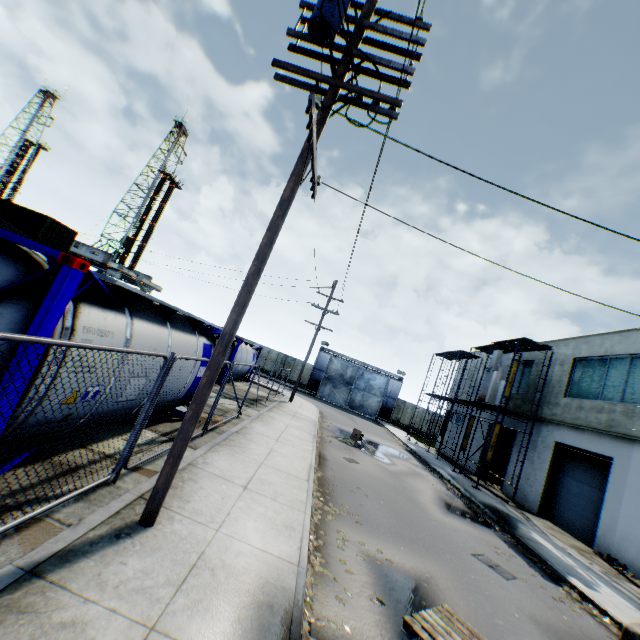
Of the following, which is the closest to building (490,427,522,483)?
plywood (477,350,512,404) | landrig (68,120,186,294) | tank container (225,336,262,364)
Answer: plywood (477,350,512,404)

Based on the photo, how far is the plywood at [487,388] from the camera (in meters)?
19.28

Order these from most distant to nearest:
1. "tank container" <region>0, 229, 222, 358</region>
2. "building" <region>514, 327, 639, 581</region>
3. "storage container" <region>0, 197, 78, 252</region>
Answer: "storage container" <region>0, 197, 78, 252</region>
"building" <region>514, 327, 639, 581</region>
"tank container" <region>0, 229, 222, 358</region>

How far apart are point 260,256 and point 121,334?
2.7m

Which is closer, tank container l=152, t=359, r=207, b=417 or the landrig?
tank container l=152, t=359, r=207, b=417

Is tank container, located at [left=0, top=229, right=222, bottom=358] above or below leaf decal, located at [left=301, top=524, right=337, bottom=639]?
above

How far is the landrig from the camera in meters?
48.9 m

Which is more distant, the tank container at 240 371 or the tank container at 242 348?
the tank container at 240 371
